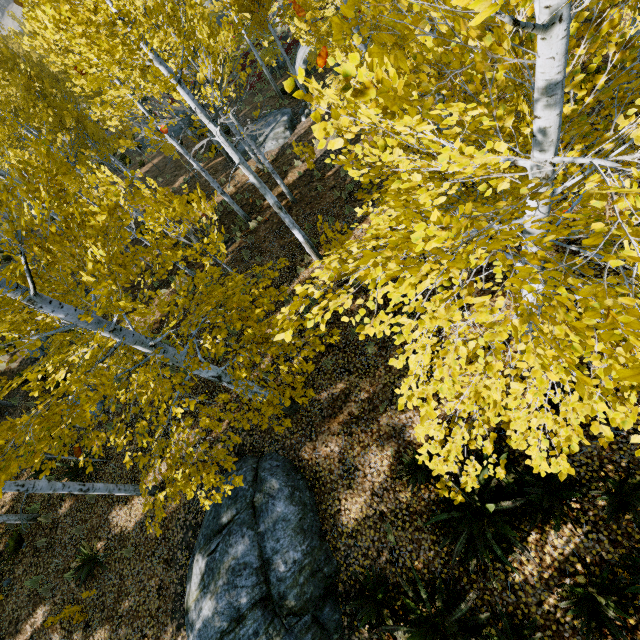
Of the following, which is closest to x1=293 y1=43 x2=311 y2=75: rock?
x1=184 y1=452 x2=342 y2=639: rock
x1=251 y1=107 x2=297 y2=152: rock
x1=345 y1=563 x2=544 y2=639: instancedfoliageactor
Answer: x1=251 y1=107 x2=297 y2=152: rock

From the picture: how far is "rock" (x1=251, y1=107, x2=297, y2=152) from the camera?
16.9 meters

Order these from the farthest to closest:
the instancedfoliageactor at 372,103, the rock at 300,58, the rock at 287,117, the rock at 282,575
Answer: the rock at 300,58 < the rock at 287,117 < the rock at 282,575 < the instancedfoliageactor at 372,103

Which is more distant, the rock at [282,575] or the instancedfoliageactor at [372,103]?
the rock at [282,575]

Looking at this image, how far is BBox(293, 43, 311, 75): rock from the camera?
20.4m

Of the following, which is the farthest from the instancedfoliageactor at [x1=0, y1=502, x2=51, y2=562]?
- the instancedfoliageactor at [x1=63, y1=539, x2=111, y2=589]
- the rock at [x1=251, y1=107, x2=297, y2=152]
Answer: the instancedfoliageactor at [x1=63, y1=539, x2=111, y2=589]

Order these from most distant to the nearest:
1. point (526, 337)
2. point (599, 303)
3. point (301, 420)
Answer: point (301, 420)
point (526, 337)
point (599, 303)
